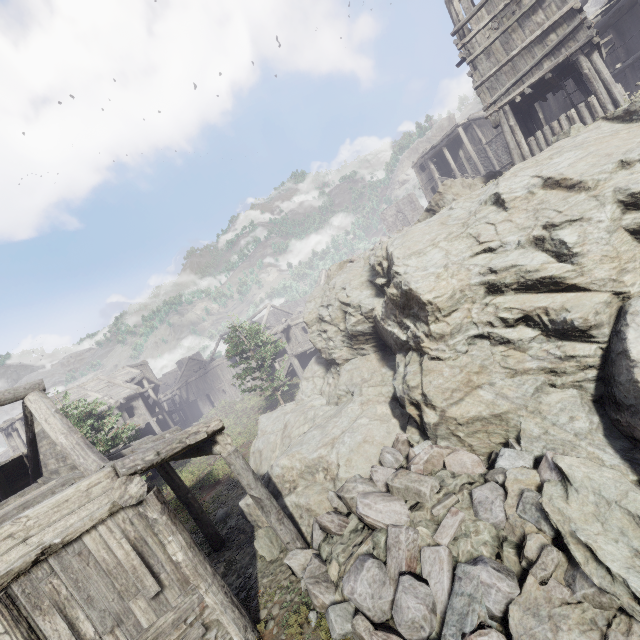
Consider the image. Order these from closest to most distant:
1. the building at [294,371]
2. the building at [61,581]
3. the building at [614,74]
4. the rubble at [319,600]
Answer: the rubble at [319,600]
the building at [61,581]
the building at [614,74]
the building at [294,371]

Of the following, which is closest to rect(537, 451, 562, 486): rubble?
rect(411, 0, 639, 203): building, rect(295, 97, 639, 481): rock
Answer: rect(295, 97, 639, 481): rock

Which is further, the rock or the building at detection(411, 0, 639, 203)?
the building at detection(411, 0, 639, 203)

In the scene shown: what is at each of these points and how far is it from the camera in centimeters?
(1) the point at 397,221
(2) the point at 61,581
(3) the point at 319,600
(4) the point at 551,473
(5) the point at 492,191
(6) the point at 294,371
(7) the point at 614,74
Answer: (1) building, 5100cm
(2) building, 533cm
(3) rubble, 640cm
(4) rubble, 568cm
(5) rock, 861cm
(6) building, 3509cm
(7) building, 1543cm

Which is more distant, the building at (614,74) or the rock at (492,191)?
the building at (614,74)

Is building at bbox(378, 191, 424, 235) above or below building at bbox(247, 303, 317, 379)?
above
